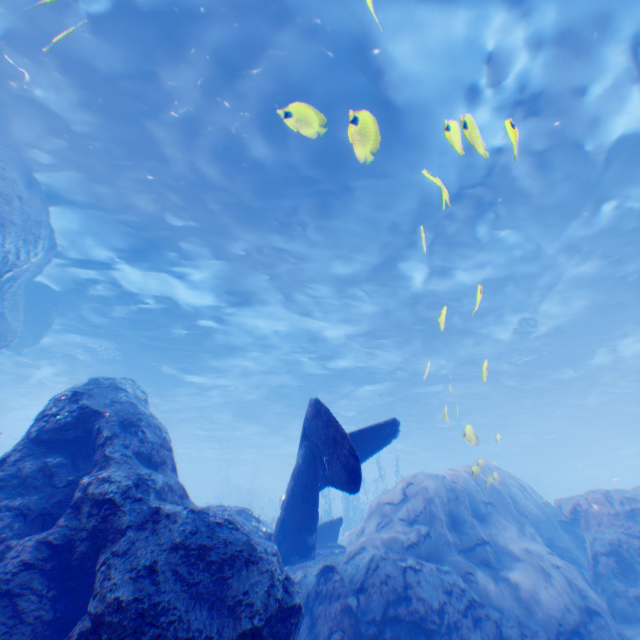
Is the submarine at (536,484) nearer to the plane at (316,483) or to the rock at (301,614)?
the rock at (301,614)

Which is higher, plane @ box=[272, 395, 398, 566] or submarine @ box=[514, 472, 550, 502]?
submarine @ box=[514, 472, 550, 502]

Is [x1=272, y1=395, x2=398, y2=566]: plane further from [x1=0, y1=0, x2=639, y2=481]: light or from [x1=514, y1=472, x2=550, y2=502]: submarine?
[x1=514, y1=472, x2=550, y2=502]: submarine

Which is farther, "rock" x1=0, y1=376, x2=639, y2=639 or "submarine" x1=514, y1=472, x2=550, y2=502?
"submarine" x1=514, y1=472, x2=550, y2=502

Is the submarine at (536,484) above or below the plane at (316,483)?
above

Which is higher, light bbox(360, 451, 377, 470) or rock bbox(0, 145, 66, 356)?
light bbox(360, 451, 377, 470)

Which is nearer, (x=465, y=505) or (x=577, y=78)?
(x=577, y=78)
